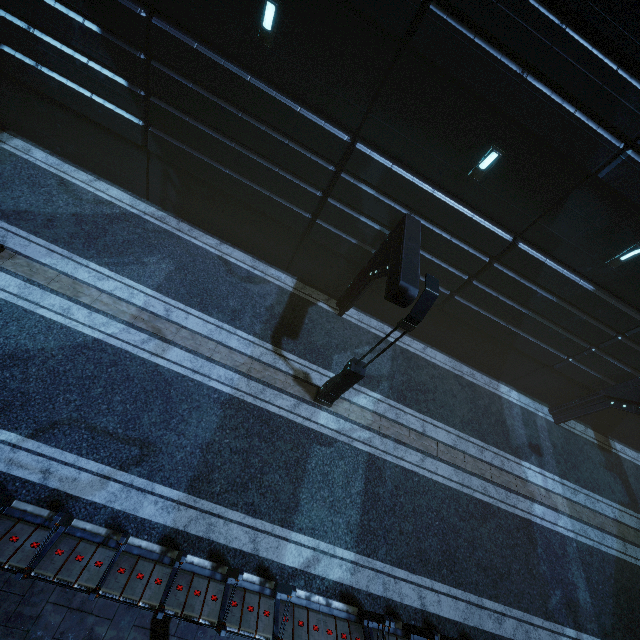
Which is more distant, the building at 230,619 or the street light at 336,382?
the street light at 336,382

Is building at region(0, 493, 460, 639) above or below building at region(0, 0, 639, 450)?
below

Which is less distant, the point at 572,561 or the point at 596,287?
the point at 596,287

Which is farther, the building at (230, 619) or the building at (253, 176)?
the building at (253, 176)

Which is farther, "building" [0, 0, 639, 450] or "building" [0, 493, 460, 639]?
"building" [0, 0, 639, 450]

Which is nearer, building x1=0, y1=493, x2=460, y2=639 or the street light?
building x1=0, y1=493, x2=460, y2=639

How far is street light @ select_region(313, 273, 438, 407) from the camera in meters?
7.2 m
